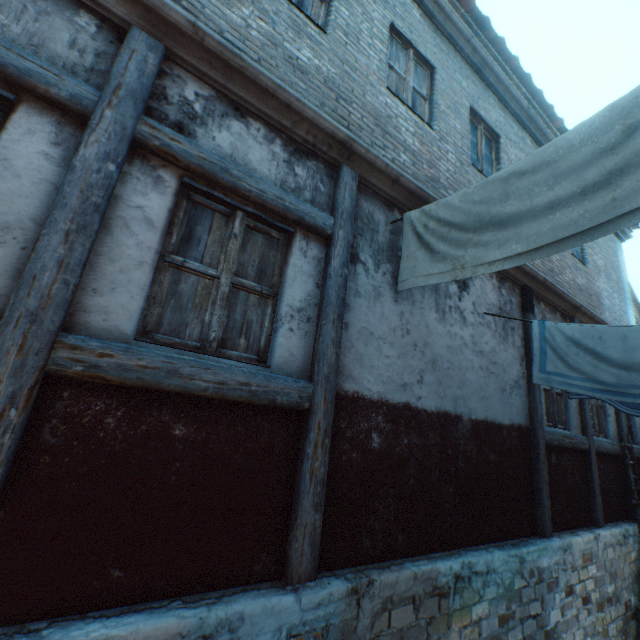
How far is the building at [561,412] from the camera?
5.4m

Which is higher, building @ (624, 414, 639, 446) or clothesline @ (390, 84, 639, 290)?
clothesline @ (390, 84, 639, 290)

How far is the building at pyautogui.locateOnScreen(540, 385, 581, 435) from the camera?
5.38m

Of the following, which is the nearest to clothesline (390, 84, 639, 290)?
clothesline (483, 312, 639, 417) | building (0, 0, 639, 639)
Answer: building (0, 0, 639, 639)

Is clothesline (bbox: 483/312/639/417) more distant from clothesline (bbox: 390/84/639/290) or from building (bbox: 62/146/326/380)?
clothesline (bbox: 390/84/639/290)

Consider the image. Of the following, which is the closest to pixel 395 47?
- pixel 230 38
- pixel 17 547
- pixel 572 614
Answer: pixel 230 38

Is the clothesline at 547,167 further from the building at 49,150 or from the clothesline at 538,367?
the clothesline at 538,367
